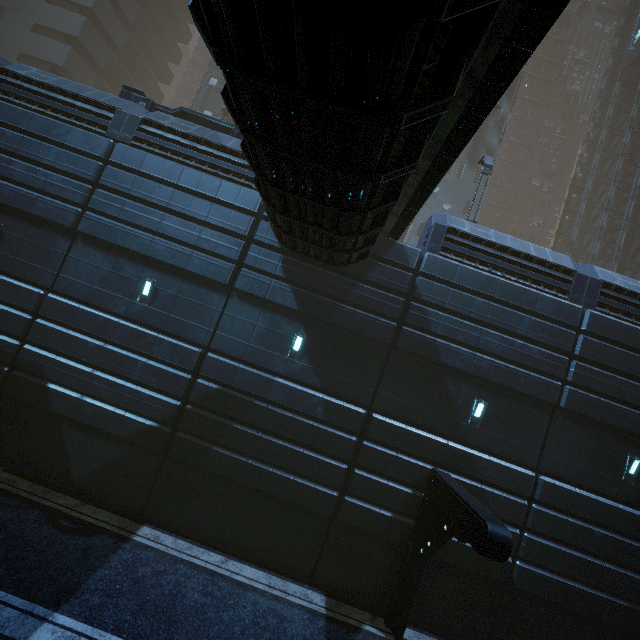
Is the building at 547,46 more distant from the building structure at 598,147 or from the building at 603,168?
the building structure at 598,147

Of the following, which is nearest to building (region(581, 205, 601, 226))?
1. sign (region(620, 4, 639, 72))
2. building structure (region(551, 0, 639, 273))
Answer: building structure (region(551, 0, 639, 273))

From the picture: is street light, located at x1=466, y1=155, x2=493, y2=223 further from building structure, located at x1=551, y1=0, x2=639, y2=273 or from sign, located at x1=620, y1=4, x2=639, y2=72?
sign, located at x1=620, y1=4, x2=639, y2=72

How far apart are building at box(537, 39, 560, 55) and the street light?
63.0 meters

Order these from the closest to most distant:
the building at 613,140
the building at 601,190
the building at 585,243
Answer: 1. the building at 585,243
2. the building at 601,190
3. the building at 613,140

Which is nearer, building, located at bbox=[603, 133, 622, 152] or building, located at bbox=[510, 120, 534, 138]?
building, located at bbox=[603, 133, 622, 152]

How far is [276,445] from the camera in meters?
10.7 m
